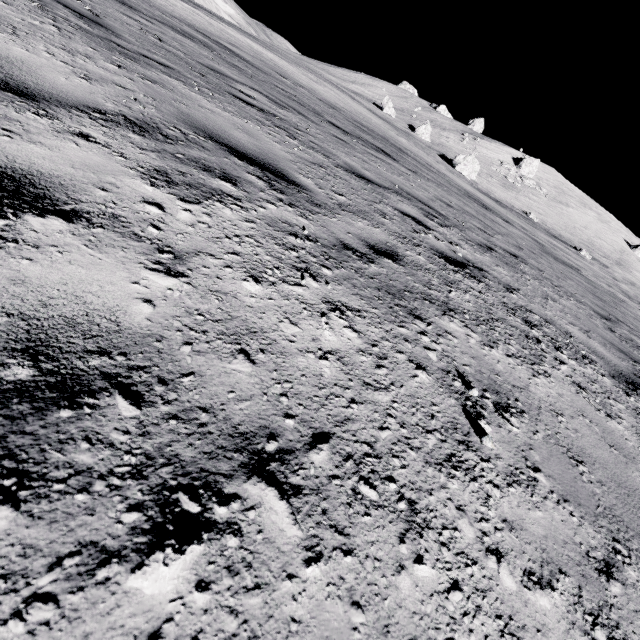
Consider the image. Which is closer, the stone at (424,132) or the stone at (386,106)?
the stone at (424,132)

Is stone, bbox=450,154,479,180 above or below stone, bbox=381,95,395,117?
below

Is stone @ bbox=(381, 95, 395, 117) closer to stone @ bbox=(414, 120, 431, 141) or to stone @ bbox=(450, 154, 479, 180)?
stone @ bbox=(414, 120, 431, 141)

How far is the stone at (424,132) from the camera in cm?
4501

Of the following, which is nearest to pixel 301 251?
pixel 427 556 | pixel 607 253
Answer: pixel 427 556

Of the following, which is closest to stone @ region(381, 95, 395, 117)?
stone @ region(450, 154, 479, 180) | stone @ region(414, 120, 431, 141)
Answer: stone @ region(414, 120, 431, 141)

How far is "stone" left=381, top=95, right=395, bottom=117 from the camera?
49.4 meters

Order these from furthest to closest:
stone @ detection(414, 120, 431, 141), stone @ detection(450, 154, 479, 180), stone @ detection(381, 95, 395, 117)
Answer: stone @ detection(381, 95, 395, 117), stone @ detection(414, 120, 431, 141), stone @ detection(450, 154, 479, 180)
